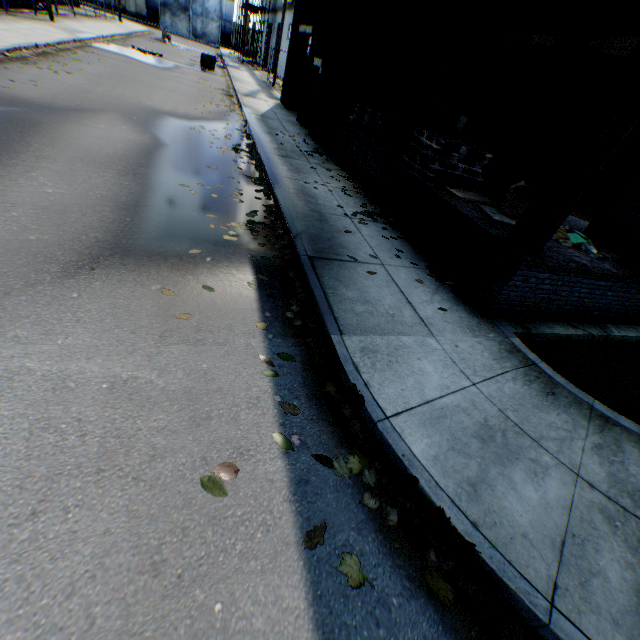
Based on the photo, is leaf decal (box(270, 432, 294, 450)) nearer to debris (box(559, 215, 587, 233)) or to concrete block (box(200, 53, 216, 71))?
debris (box(559, 215, 587, 233))

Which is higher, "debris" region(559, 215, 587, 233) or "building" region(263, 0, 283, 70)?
"building" region(263, 0, 283, 70)

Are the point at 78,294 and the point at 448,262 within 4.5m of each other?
no

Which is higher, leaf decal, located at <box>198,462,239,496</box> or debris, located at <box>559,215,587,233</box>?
debris, located at <box>559,215,587,233</box>

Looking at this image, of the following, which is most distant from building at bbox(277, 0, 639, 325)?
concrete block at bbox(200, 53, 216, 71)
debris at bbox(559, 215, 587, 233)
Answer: concrete block at bbox(200, 53, 216, 71)

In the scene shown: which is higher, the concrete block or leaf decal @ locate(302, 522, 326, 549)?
the concrete block

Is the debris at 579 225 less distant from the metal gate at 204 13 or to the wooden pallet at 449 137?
the wooden pallet at 449 137

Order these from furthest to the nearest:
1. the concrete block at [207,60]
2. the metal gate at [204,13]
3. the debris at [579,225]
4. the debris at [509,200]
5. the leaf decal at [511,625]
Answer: the metal gate at [204,13] < the concrete block at [207,60] < the debris at [579,225] < the debris at [509,200] < the leaf decal at [511,625]
